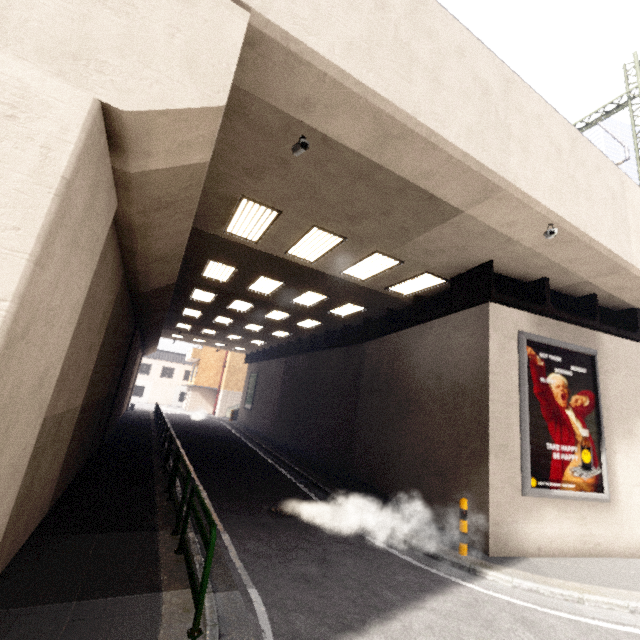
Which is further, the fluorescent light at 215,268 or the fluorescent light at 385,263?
the fluorescent light at 215,268

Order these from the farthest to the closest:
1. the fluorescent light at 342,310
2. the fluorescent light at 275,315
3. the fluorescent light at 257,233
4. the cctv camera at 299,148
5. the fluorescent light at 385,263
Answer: the fluorescent light at 275,315
the fluorescent light at 342,310
the fluorescent light at 385,263
the fluorescent light at 257,233
the cctv camera at 299,148

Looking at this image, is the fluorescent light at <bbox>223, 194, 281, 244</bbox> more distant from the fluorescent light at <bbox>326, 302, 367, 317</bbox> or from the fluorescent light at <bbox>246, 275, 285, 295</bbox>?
the fluorescent light at <bbox>326, 302, 367, 317</bbox>

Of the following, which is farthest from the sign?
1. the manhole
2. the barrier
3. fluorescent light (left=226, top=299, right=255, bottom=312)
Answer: fluorescent light (left=226, top=299, right=255, bottom=312)

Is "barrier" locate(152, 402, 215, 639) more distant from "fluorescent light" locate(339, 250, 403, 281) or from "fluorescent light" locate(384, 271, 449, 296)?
"fluorescent light" locate(384, 271, 449, 296)

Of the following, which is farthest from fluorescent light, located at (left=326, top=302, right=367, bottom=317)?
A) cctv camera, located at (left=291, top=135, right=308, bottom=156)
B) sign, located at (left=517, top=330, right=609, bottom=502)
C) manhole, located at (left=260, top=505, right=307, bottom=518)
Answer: cctv camera, located at (left=291, top=135, right=308, bottom=156)

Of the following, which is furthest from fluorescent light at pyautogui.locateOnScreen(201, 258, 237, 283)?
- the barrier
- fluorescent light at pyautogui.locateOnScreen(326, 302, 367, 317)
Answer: the barrier

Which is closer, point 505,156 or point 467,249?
point 505,156
